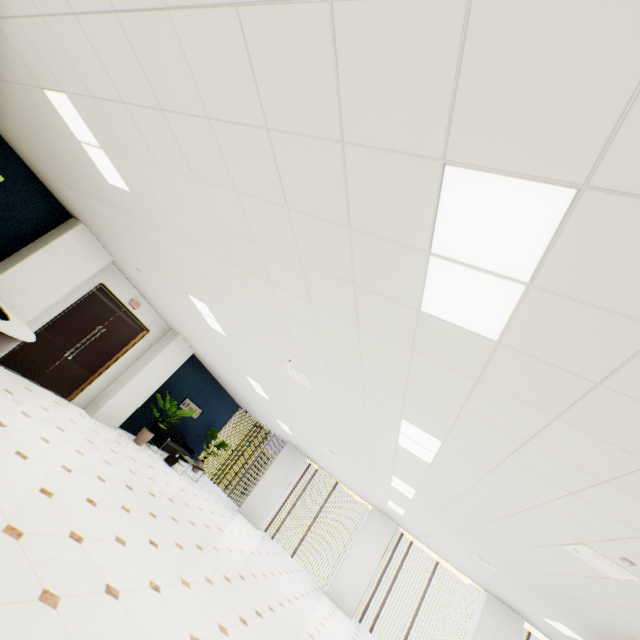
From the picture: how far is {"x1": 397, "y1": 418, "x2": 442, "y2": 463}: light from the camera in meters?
3.6 m

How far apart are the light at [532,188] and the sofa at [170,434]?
10.7 meters

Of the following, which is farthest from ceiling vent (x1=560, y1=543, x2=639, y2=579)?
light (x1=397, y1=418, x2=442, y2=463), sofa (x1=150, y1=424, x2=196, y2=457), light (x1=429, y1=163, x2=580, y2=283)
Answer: sofa (x1=150, y1=424, x2=196, y2=457)

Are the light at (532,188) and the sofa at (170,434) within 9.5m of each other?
no

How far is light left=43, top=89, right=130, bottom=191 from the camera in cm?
305

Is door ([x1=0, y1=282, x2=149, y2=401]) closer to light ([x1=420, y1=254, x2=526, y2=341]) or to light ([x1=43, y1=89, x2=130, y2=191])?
light ([x1=43, y1=89, x2=130, y2=191])

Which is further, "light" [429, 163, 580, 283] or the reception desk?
the reception desk

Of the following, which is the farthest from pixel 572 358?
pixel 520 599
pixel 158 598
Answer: pixel 520 599
